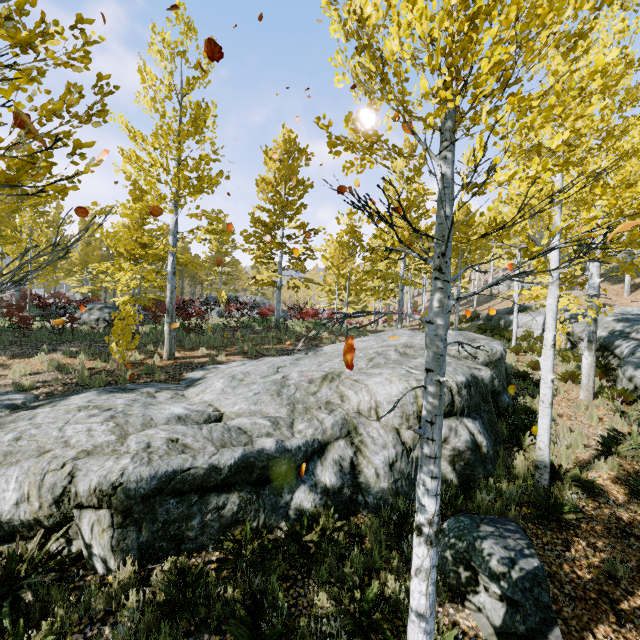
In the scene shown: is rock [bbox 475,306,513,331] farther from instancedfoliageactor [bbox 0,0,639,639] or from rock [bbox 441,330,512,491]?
rock [bbox 441,330,512,491]

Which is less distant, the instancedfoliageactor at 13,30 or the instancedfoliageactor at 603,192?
the instancedfoliageactor at 13,30

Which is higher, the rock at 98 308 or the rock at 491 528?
the rock at 98 308

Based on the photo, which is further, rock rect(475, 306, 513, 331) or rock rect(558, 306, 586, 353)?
rock rect(475, 306, 513, 331)

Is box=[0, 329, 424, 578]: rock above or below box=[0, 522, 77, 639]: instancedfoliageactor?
above

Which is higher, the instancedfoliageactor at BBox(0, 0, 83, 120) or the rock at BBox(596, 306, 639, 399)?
the instancedfoliageactor at BBox(0, 0, 83, 120)

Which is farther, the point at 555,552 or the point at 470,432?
the point at 470,432
